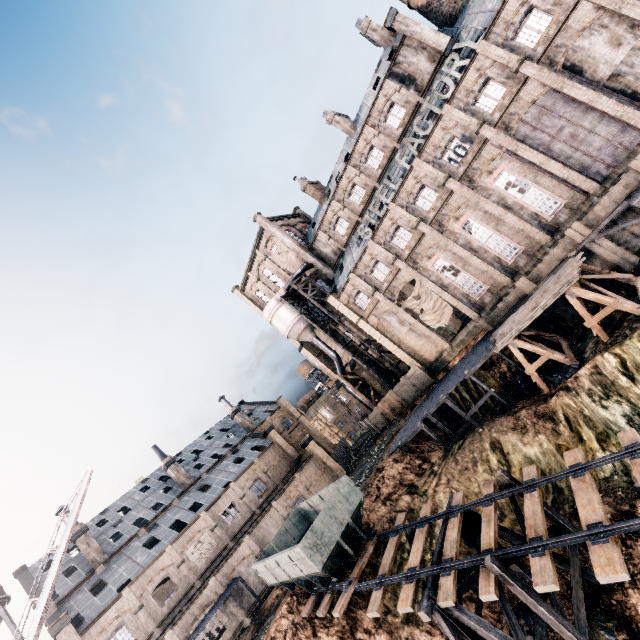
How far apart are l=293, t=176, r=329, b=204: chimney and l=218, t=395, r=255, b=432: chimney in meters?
35.1 m

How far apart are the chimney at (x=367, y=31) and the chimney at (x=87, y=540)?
62.21m

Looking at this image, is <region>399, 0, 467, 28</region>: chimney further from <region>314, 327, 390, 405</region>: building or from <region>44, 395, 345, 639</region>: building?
<region>44, 395, 345, 639</region>: building

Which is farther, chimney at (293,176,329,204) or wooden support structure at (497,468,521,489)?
chimney at (293,176,329,204)

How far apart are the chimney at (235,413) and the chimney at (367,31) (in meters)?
52.69

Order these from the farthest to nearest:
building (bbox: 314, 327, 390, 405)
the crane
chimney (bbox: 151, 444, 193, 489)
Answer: building (bbox: 314, 327, 390, 405) → chimney (bbox: 151, 444, 193, 489) → the crane

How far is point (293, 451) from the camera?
46.75m

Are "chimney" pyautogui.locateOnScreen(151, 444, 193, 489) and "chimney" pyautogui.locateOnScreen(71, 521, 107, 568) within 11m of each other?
yes
